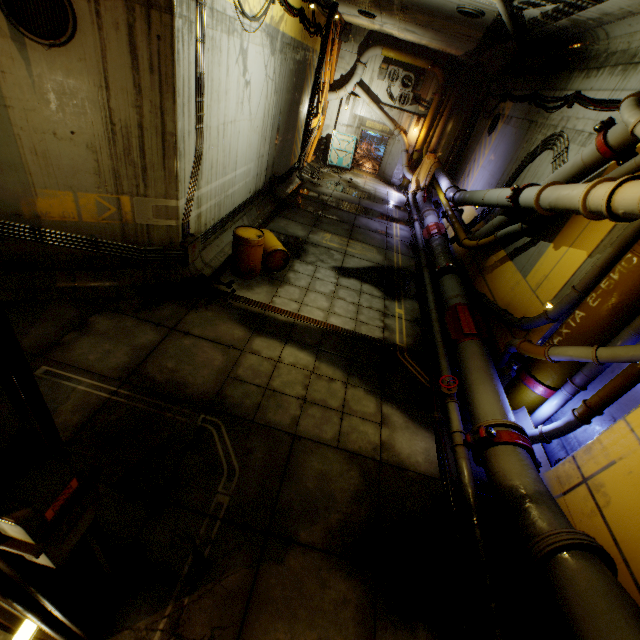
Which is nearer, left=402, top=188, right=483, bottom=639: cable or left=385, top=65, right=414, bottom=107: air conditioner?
left=402, top=188, right=483, bottom=639: cable

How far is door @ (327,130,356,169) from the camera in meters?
20.5 m

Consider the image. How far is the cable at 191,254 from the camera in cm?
717

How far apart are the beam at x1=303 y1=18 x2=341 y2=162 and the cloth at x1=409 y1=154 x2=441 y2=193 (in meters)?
6.39

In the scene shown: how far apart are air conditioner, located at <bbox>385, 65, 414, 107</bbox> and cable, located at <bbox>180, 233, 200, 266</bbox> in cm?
1748

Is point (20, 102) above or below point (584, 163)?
below

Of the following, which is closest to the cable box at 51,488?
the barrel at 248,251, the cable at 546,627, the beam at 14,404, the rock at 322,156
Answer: the beam at 14,404

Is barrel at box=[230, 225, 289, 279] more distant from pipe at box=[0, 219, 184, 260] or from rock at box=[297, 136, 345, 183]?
rock at box=[297, 136, 345, 183]
